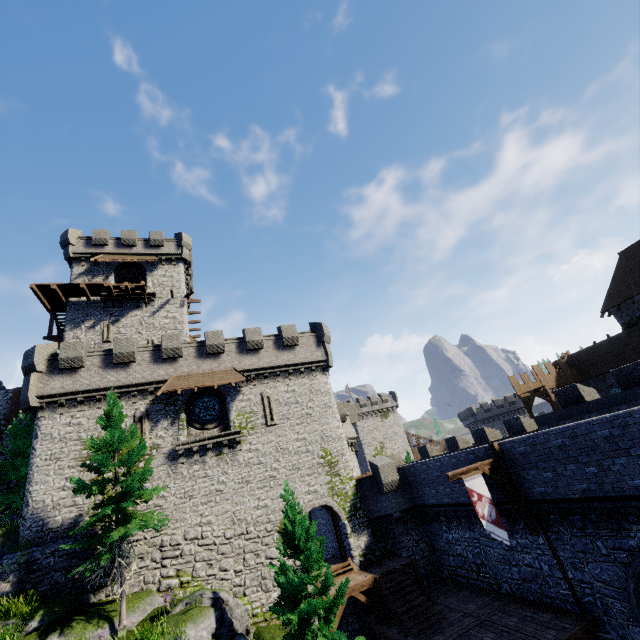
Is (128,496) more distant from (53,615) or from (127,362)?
(127,362)

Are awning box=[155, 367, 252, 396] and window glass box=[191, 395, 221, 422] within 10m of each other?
yes

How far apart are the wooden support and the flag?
0.36m

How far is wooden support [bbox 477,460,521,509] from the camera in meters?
14.9

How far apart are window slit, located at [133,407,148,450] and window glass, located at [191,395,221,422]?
2.6 meters

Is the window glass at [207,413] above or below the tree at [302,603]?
above

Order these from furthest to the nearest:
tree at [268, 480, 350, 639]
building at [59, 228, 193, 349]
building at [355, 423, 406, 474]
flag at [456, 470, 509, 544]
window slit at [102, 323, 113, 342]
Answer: building at [355, 423, 406, 474] → building at [59, 228, 193, 349] → window slit at [102, 323, 113, 342] → flag at [456, 470, 509, 544] → tree at [268, 480, 350, 639]

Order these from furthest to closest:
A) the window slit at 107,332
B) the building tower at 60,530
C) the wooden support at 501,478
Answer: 1. the window slit at 107,332
2. the building tower at 60,530
3. the wooden support at 501,478
